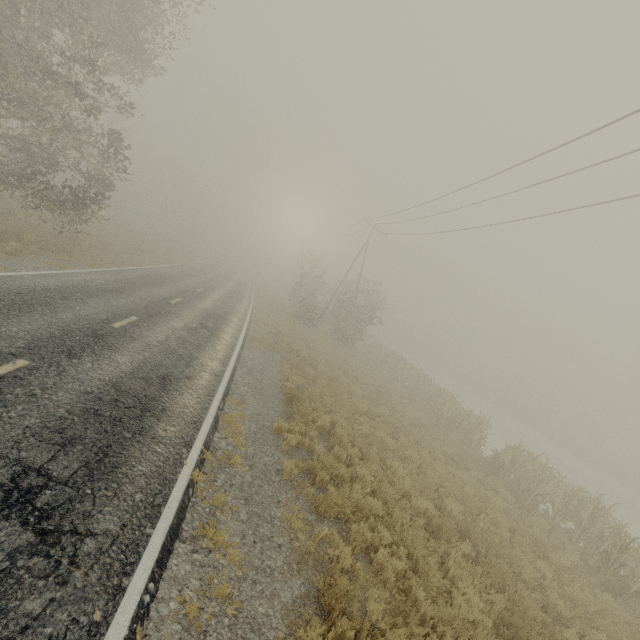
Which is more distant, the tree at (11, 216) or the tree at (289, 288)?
the tree at (289, 288)

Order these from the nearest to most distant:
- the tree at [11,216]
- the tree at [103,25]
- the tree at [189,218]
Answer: the tree at [103,25] → the tree at [11,216] → the tree at [189,218]

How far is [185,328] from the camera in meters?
12.6

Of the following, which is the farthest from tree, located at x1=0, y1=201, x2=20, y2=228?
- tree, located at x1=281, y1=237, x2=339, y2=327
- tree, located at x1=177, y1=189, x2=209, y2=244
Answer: tree, located at x1=177, y1=189, x2=209, y2=244

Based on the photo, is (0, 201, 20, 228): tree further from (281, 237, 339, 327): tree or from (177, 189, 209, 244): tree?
(177, 189, 209, 244): tree

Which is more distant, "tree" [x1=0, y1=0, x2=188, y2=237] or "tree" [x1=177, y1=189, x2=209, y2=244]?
"tree" [x1=177, y1=189, x2=209, y2=244]
